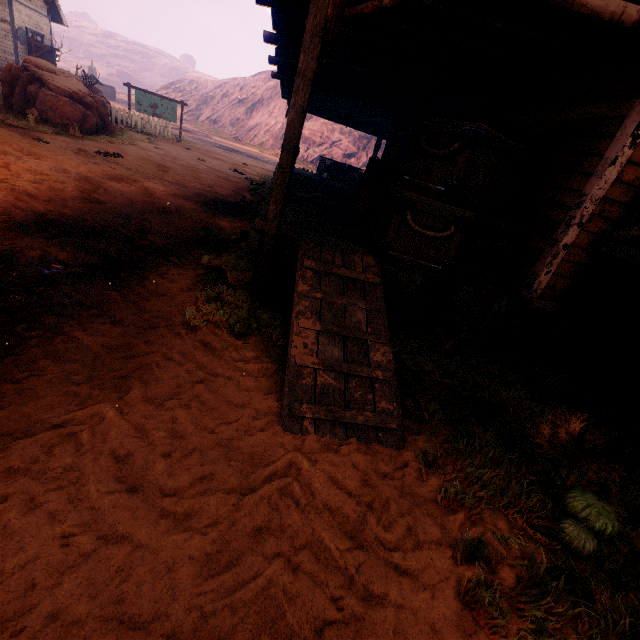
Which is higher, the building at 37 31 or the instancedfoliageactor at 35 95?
the building at 37 31

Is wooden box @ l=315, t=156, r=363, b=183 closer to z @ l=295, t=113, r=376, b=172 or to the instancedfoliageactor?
z @ l=295, t=113, r=376, b=172

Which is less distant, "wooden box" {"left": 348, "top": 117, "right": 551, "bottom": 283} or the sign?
"wooden box" {"left": 348, "top": 117, "right": 551, "bottom": 283}

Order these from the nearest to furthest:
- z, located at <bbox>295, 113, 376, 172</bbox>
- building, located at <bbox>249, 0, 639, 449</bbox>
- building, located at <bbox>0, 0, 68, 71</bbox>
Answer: building, located at <bbox>249, 0, 639, 449</bbox>, building, located at <bbox>0, 0, 68, 71</bbox>, z, located at <bbox>295, 113, 376, 172</bbox>

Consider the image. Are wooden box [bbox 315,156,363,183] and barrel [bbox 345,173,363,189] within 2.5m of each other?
yes

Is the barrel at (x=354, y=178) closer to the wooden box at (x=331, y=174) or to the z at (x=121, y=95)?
the wooden box at (x=331, y=174)

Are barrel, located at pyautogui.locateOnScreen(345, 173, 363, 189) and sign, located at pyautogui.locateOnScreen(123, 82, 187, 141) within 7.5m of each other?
no

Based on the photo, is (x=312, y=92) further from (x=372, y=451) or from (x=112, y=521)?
(x=112, y=521)
